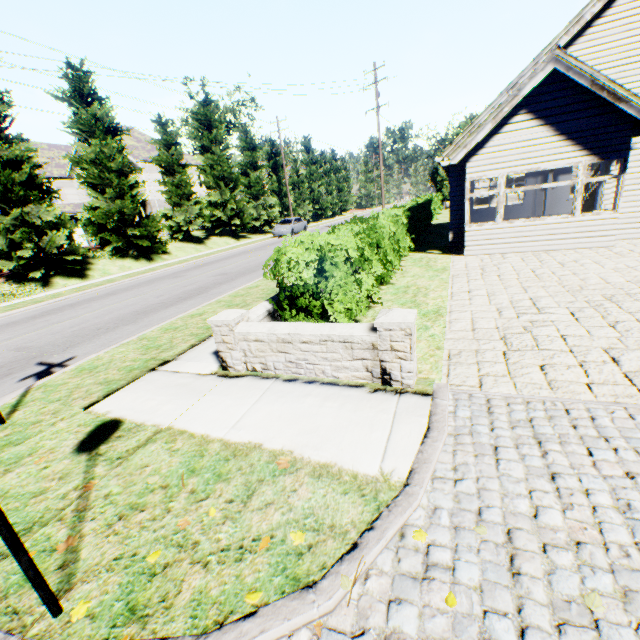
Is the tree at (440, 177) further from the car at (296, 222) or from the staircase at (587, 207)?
the staircase at (587, 207)

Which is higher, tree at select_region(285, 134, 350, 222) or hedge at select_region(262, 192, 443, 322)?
tree at select_region(285, 134, 350, 222)

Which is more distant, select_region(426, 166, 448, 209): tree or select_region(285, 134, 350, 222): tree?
select_region(285, 134, 350, 222): tree

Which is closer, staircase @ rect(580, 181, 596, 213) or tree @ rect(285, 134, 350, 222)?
staircase @ rect(580, 181, 596, 213)

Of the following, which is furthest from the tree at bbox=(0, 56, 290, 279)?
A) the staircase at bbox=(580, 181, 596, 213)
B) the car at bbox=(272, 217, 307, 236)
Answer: the staircase at bbox=(580, 181, 596, 213)

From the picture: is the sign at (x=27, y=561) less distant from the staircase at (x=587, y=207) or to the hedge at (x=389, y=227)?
the hedge at (x=389, y=227)

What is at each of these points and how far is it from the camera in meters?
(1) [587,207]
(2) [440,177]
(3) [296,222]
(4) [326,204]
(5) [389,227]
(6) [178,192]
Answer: (1) staircase, 13.1
(2) tree, 37.0
(3) car, 30.7
(4) tree, 49.2
(5) hedge, 10.3
(6) tree, 24.8

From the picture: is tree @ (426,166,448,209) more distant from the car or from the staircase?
the staircase
